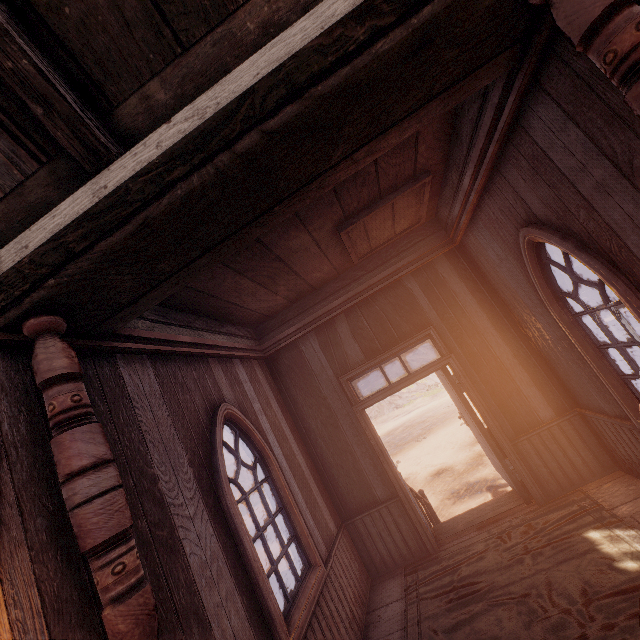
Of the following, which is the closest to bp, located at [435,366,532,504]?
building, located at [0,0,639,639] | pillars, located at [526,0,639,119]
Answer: building, located at [0,0,639,639]

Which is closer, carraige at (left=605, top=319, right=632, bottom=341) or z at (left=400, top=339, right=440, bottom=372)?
carraige at (left=605, top=319, right=632, bottom=341)

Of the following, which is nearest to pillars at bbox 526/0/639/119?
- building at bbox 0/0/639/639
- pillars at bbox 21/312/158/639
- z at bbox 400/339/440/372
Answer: building at bbox 0/0/639/639

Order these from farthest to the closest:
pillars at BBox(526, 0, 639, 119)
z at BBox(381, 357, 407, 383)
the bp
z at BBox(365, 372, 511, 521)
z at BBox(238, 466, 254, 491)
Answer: z at BBox(381, 357, 407, 383) → z at BBox(238, 466, 254, 491) → z at BBox(365, 372, 511, 521) → the bp → pillars at BBox(526, 0, 639, 119)

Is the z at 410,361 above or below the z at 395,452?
above

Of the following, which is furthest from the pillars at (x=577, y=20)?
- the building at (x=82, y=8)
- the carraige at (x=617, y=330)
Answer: the carraige at (x=617, y=330)

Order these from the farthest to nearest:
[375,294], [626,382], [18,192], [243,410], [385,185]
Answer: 1. [375,294]
2. [243,410]
3. [385,185]
4. [626,382]
5. [18,192]

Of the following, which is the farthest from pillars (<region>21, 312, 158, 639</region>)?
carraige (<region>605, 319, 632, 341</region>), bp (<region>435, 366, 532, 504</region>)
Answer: carraige (<region>605, 319, 632, 341</region>)
